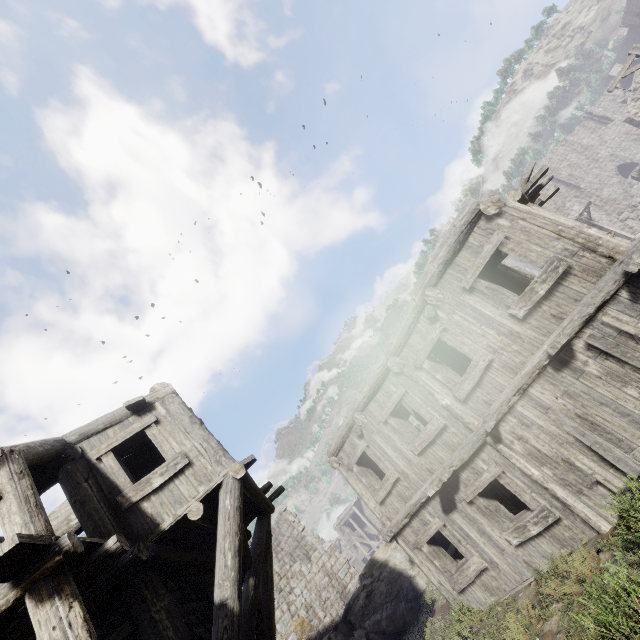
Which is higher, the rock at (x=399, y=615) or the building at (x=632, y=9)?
the building at (x=632, y=9)

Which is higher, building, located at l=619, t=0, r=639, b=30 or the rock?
building, located at l=619, t=0, r=639, b=30

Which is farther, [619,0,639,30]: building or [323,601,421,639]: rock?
[619,0,639,30]: building

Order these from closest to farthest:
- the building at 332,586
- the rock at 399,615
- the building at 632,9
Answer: the building at 332,586
the rock at 399,615
the building at 632,9

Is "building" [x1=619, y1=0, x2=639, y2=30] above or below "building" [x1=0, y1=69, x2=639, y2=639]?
above

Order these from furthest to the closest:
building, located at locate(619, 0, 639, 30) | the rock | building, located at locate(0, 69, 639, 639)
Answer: building, located at locate(619, 0, 639, 30), the rock, building, located at locate(0, 69, 639, 639)

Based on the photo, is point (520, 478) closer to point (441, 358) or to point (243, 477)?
point (441, 358)
